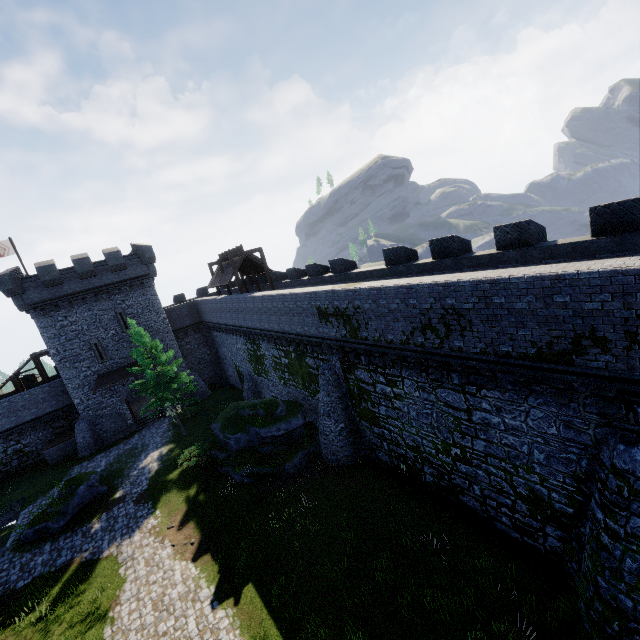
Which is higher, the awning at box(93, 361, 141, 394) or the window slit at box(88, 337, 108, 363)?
the window slit at box(88, 337, 108, 363)

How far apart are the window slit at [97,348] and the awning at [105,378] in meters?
0.7

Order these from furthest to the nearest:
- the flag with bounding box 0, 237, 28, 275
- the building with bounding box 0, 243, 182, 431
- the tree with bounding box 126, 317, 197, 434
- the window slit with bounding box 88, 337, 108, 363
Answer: the flag with bounding box 0, 237, 28, 275
the window slit with bounding box 88, 337, 108, 363
the building with bounding box 0, 243, 182, 431
the tree with bounding box 126, 317, 197, 434

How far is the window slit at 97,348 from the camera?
29.73m

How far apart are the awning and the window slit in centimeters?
74cm

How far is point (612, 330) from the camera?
7.2m

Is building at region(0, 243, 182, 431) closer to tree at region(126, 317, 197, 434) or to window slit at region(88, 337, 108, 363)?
window slit at region(88, 337, 108, 363)

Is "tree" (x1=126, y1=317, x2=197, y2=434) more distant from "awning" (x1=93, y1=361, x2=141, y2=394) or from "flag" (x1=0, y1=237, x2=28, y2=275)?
"flag" (x1=0, y1=237, x2=28, y2=275)
